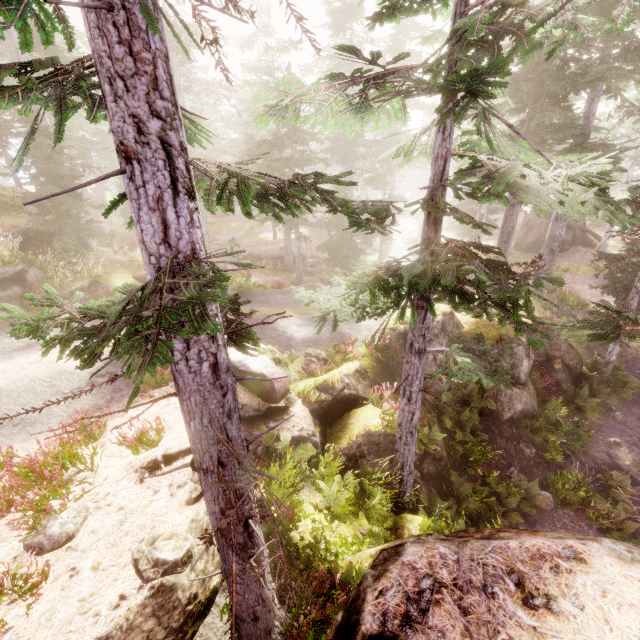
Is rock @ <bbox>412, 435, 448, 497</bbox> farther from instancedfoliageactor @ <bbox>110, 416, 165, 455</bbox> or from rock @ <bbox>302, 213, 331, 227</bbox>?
rock @ <bbox>302, 213, 331, 227</bbox>

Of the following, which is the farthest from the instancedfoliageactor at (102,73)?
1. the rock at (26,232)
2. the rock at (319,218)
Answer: the rock at (319,218)

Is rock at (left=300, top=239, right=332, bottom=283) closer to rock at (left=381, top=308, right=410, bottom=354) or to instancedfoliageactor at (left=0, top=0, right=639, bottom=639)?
instancedfoliageactor at (left=0, top=0, right=639, bottom=639)

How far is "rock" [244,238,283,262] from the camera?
29.7m

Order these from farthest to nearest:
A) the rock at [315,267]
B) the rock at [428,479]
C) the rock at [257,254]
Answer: the rock at [257,254]
the rock at [315,267]
the rock at [428,479]

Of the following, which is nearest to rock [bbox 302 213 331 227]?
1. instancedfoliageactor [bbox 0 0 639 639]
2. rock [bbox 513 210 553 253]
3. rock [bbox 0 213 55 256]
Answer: instancedfoliageactor [bbox 0 0 639 639]

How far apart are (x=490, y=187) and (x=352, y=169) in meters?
30.0 m

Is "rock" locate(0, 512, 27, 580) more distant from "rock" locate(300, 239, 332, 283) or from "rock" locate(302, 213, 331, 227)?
"rock" locate(302, 213, 331, 227)
